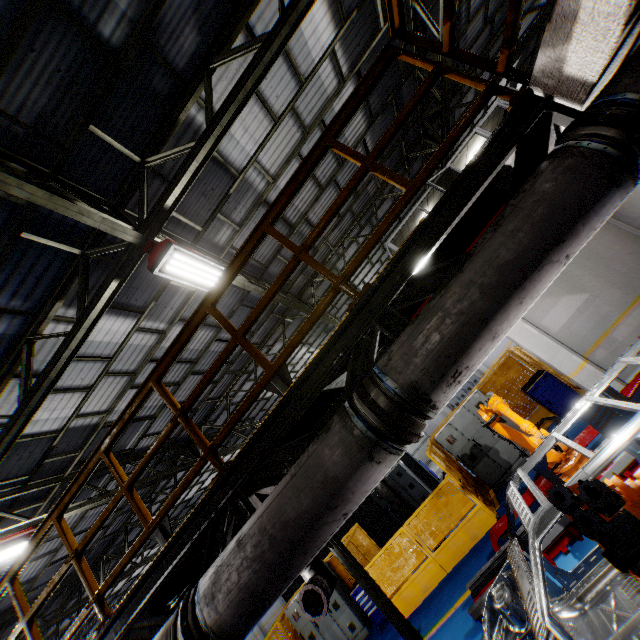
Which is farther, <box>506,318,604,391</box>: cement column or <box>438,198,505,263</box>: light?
<box>506,318,604,391</box>: cement column

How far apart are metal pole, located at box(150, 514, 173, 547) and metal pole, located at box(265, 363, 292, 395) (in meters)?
6.60

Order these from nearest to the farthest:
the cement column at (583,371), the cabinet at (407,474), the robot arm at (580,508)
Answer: the robot arm at (580,508)
the cement column at (583,371)
the cabinet at (407,474)

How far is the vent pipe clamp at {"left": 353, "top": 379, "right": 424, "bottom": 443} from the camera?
1.87m

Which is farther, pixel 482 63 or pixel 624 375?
pixel 624 375

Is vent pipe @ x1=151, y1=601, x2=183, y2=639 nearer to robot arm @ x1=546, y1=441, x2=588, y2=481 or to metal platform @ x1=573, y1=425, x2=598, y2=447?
robot arm @ x1=546, y1=441, x2=588, y2=481

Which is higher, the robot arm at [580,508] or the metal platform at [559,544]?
the robot arm at [580,508]

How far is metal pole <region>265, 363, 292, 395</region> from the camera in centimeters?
1200cm
